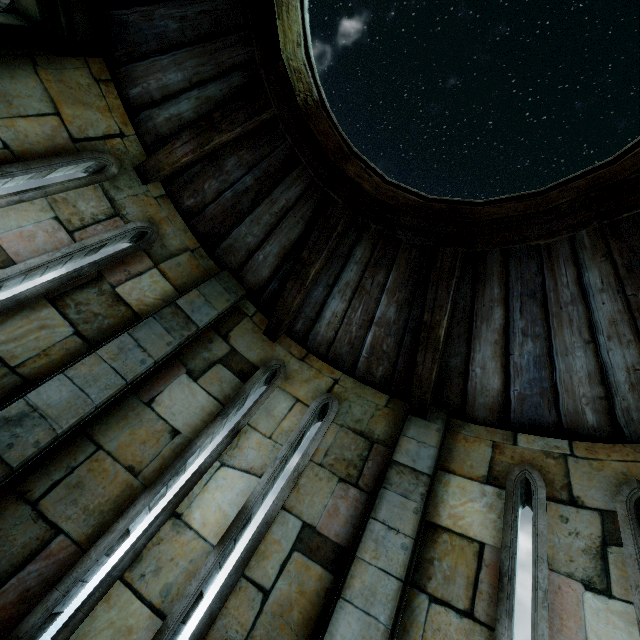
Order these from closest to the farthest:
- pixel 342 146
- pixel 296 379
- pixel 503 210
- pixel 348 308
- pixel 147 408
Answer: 1. pixel 503 210
2. pixel 342 146
3. pixel 147 408
4. pixel 348 308
5. pixel 296 379
